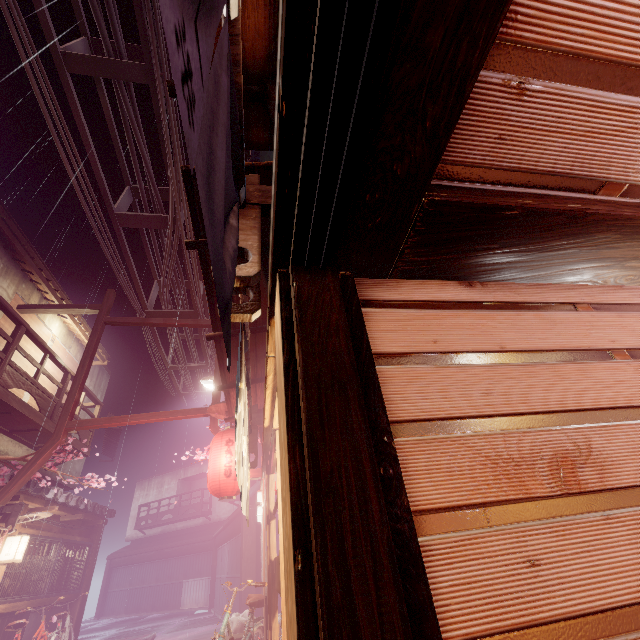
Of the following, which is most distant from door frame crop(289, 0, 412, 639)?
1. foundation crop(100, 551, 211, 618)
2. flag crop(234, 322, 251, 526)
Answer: foundation crop(100, 551, 211, 618)

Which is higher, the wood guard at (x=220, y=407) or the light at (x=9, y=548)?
the wood guard at (x=220, y=407)

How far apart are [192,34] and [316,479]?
2.09m

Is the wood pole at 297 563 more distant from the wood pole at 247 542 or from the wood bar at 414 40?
the wood pole at 247 542

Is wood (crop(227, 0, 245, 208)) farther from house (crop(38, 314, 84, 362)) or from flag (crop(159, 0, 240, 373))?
house (crop(38, 314, 84, 362))

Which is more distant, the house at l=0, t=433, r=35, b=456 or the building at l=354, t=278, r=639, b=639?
the house at l=0, t=433, r=35, b=456

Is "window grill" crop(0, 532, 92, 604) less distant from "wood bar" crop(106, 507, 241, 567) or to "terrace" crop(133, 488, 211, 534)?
"wood bar" crop(106, 507, 241, 567)

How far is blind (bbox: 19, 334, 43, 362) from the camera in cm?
1486
